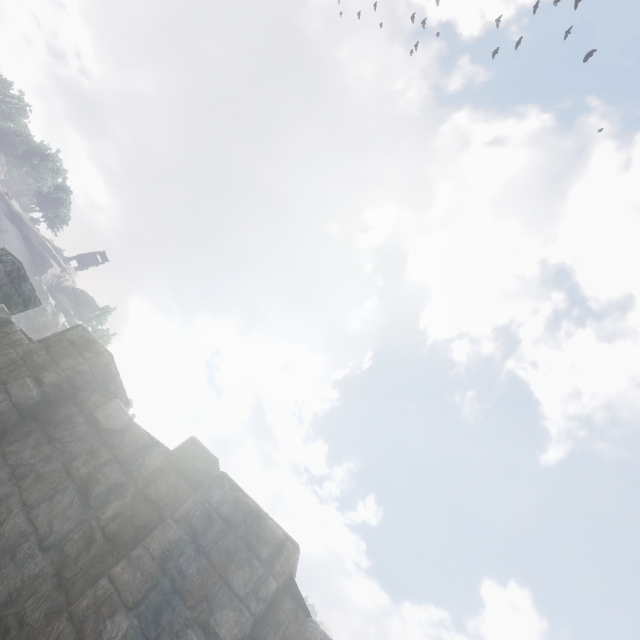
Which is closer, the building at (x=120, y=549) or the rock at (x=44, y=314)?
the building at (x=120, y=549)

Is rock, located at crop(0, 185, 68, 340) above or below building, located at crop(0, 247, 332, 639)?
above

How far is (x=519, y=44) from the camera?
57.4 meters

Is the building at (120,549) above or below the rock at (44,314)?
below

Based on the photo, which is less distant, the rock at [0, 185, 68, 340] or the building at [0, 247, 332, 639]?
the building at [0, 247, 332, 639]
